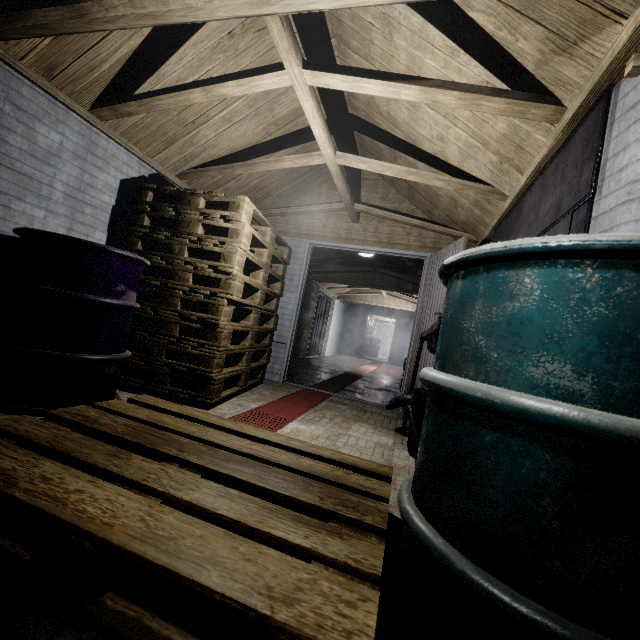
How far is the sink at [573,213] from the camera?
1.3m

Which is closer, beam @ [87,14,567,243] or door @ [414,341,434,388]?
beam @ [87,14,567,243]

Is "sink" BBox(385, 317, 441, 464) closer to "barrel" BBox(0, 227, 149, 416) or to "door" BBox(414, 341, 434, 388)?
"door" BBox(414, 341, 434, 388)

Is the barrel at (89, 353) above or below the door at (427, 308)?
below

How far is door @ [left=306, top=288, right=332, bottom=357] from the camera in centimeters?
955cm

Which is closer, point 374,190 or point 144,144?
point 144,144

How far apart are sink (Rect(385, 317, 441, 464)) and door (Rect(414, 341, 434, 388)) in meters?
0.0 m

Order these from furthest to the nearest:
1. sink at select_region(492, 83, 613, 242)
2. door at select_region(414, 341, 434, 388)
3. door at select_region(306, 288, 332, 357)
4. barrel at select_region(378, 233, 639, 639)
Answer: door at select_region(306, 288, 332, 357), door at select_region(414, 341, 434, 388), sink at select_region(492, 83, 613, 242), barrel at select_region(378, 233, 639, 639)
